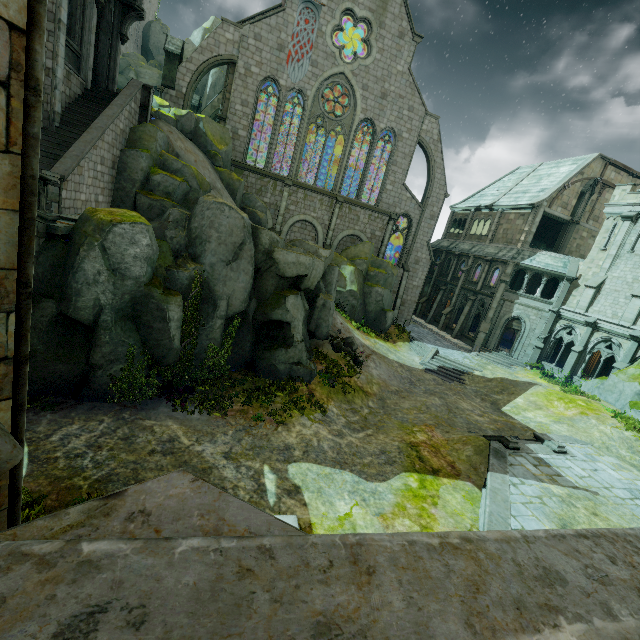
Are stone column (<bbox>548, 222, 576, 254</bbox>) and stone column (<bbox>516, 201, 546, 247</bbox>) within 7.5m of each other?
yes

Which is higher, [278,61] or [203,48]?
[278,61]

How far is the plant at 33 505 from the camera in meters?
4.1

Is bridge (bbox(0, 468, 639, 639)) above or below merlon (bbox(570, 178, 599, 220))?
below

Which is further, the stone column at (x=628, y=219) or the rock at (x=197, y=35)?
the rock at (x=197, y=35)

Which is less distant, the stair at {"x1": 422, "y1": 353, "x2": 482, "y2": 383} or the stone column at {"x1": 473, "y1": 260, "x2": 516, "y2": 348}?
the stair at {"x1": 422, "y1": 353, "x2": 482, "y2": 383}

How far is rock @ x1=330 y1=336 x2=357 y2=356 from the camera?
20.5 meters

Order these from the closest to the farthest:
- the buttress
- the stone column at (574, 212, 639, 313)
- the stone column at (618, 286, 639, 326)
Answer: Result: the stone column at (618, 286, 639, 326), the stone column at (574, 212, 639, 313), the buttress
